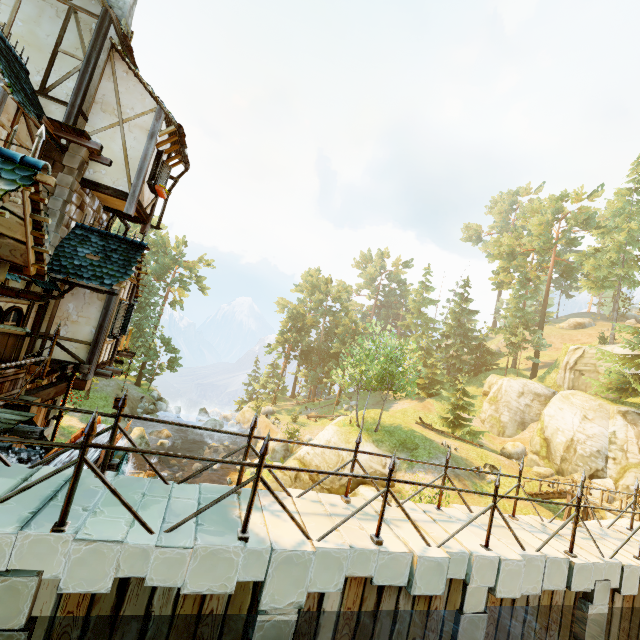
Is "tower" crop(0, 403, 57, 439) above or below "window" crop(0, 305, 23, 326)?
below

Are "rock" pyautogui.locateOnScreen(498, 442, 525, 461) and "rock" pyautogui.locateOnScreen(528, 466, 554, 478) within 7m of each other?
yes

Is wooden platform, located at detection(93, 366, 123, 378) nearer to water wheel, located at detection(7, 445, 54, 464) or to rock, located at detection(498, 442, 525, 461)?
water wheel, located at detection(7, 445, 54, 464)

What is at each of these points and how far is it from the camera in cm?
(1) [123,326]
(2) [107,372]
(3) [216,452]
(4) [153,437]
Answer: (1) window shutters, 1132
(2) wooden platform, 1041
(3) rock, 3186
(4) rock, 3050

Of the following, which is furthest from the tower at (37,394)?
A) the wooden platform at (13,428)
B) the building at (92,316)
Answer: the wooden platform at (13,428)

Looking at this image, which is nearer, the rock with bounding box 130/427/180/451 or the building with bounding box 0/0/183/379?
the building with bounding box 0/0/183/379

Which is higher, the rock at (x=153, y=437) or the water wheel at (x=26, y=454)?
the water wheel at (x=26, y=454)

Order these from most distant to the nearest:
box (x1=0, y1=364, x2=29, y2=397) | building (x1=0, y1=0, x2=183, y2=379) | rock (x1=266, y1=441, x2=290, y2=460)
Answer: rock (x1=266, y1=441, x2=290, y2=460)
box (x1=0, y1=364, x2=29, y2=397)
building (x1=0, y1=0, x2=183, y2=379)
